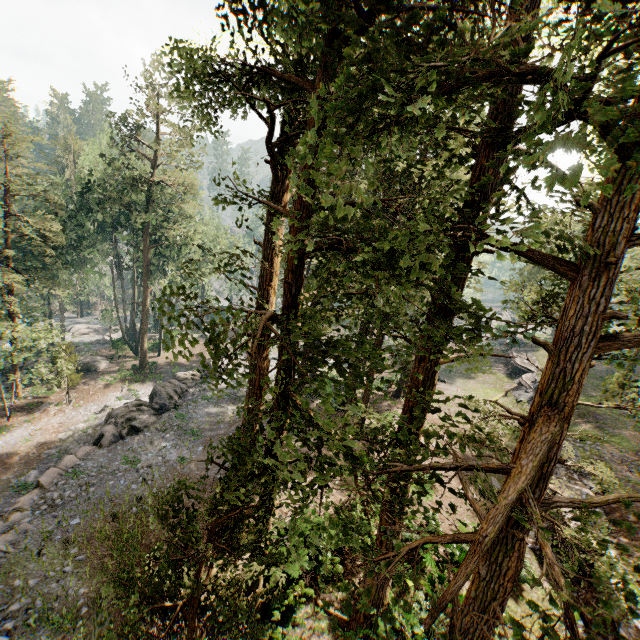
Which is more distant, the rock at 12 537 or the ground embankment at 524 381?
the ground embankment at 524 381

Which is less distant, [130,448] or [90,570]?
[90,570]

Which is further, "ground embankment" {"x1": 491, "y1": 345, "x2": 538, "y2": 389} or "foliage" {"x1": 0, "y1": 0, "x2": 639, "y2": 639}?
"ground embankment" {"x1": 491, "y1": 345, "x2": 538, "y2": 389}

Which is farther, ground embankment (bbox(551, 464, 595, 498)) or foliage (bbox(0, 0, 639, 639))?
ground embankment (bbox(551, 464, 595, 498))

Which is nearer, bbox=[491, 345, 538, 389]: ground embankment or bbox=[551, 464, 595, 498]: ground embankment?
bbox=[551, 464, 595, 498]: ground embankment

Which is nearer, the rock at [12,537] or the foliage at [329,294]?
the foliage at [329,294]

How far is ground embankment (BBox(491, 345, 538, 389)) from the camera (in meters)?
33.62

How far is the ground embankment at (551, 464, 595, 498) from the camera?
16.7 meters
